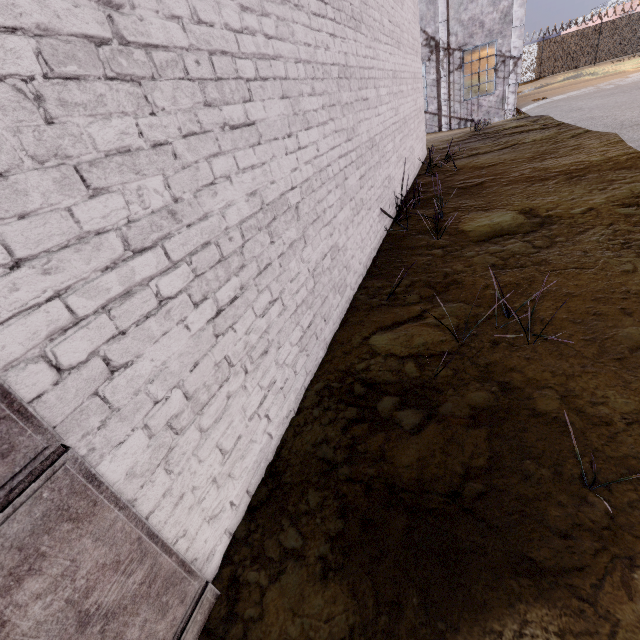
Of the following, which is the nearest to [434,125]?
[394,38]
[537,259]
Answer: [394,38]

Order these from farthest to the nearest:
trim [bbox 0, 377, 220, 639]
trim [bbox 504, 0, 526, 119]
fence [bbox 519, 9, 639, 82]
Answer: fence [bbox 519, 9, 639, 82] < trim [bbox 504, 0, 526, 119] < trim [bbox 0, 377, 220, 639]

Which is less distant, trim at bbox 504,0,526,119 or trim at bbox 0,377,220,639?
trim at bbox 0,377,220,639

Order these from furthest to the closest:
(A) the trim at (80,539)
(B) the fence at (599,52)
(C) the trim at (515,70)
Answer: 1. (B) the fence at (599,52)
2. (C) the trim at (515,70)
3. (A) the trim at (80,539)

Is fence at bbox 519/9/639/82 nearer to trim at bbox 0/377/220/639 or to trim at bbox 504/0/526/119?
trim at bbox 504/0/526/119

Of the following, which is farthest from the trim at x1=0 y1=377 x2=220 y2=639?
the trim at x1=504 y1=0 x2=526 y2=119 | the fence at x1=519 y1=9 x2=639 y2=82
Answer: the trim at x1=504 y1=0 x2=526 y2=119

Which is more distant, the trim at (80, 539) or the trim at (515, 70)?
the trim at (515, 70)
